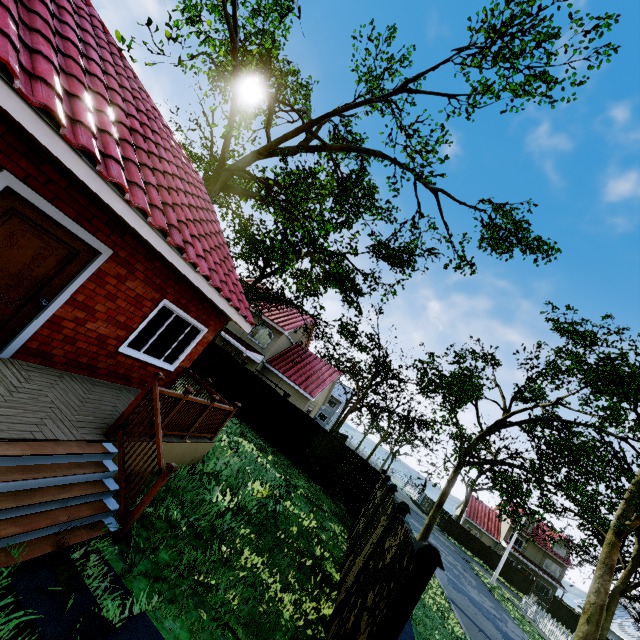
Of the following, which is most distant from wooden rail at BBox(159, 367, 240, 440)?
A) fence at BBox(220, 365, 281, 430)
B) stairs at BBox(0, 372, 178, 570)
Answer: fence at BBox(220, 365, 281, 430)

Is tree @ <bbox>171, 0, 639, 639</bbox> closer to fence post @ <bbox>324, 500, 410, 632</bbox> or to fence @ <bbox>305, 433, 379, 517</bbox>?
fence @ <bbox>305, 433, 379, 517</bbox>

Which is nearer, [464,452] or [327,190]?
[327,190]

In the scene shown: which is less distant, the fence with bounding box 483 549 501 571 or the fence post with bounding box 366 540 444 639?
the fence post with bounding box 366 540 444 639

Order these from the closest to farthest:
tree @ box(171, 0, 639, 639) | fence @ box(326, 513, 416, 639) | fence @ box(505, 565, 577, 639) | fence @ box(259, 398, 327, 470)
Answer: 1. fence @ box(326, 513, 416, 639)
2. tree @ box(171, 0, 639, 639)
3. fence @ box(259, 398, 327, 470)
4. fence @ box(505, 565, 577, 639)

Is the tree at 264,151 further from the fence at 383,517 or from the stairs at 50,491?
the stairs at 50,491

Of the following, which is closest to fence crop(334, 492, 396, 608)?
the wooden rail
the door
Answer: the wooden rail

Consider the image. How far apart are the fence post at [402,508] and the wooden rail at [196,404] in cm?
426
